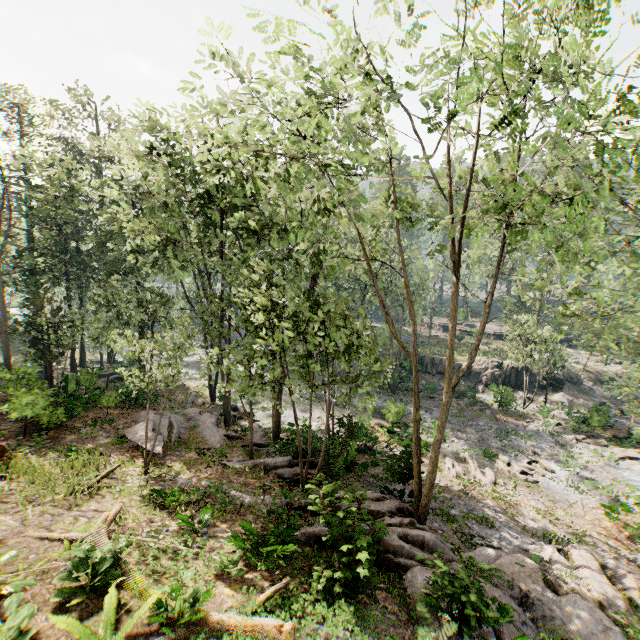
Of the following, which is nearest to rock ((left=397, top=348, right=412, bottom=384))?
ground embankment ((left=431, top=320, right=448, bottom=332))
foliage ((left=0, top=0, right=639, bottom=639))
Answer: foliage ((left=0, top=0, right=639, bottom=639))

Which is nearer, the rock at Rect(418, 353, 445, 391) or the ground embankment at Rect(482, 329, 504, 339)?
the rock at Rect(418, 353, 445, 391)

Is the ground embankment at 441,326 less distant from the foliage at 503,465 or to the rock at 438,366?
the foliage at 503,465

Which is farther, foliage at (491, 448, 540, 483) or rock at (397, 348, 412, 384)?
rock at (397, 348, 412, 384)

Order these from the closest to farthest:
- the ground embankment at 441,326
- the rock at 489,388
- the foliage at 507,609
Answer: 1. the foliage at 507,609
2. the rock at 489,388
3. the ground embankment at 441,326

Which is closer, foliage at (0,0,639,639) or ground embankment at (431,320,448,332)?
foliage at (0,0,639,639)

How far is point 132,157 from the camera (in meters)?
19.16

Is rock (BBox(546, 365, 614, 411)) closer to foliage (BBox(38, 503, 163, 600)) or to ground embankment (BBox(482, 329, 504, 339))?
foliage (BBox(38, 503, 163, 600))
